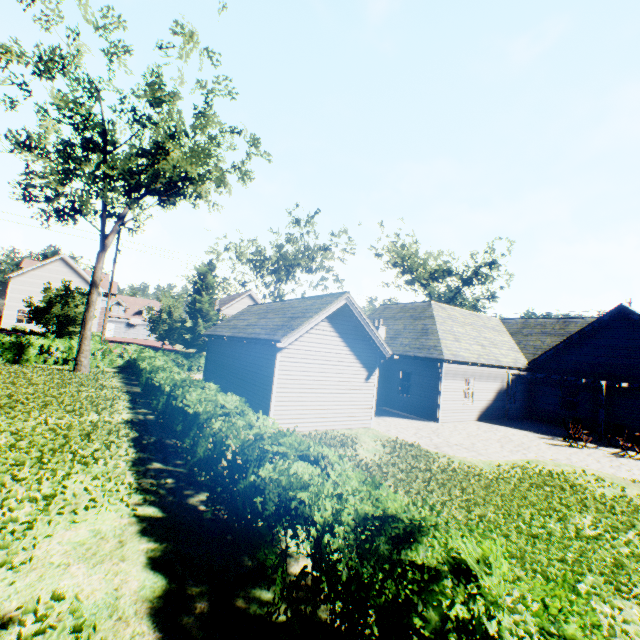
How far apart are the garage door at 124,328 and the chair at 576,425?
62.2m

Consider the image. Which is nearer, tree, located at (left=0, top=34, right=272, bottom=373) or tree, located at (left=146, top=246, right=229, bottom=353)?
tree, located at (left=0, top=34, right=272, bottom=373)

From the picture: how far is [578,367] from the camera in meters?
20.6 m

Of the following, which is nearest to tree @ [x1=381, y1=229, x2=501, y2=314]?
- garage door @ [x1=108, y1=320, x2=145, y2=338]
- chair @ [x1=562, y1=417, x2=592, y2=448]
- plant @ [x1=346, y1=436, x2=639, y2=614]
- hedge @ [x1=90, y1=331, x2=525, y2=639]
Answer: plant @ [x1=346, y1=436, x2=639, y2=614]

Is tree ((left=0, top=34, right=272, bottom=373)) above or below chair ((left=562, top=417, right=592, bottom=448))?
above

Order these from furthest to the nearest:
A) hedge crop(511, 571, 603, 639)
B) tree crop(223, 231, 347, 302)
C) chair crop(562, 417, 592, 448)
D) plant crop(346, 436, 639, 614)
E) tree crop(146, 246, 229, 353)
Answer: tree crop(146, 246, 229, 353), tree crop(223, 231, 347, 302), chair crop(562, 417, 592, 448), plant crop(346, 436, 639, 614), hedge crop(511, 571, 603, 639)

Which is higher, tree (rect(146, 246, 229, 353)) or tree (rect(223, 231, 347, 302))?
tree (rect(223, 231, 347, 302))

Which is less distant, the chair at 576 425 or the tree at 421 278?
the chair at 576 425
